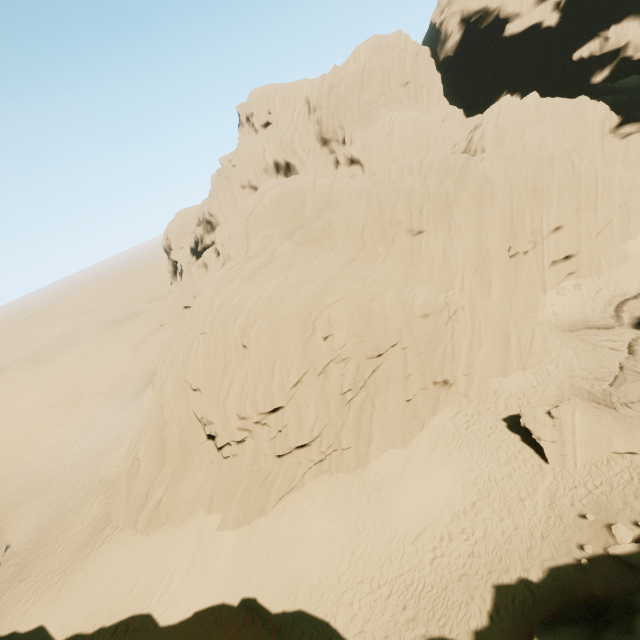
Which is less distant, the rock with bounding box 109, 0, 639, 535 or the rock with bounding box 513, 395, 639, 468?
the rock with bounding box 513, 395, 639, 468

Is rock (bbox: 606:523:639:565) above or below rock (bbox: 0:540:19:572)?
below

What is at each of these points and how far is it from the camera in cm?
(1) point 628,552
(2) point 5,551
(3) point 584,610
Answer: (1) rock, 1166
(2) rock, 2022
(3) rock, 1041

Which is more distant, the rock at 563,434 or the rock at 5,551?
the rock at 5,551

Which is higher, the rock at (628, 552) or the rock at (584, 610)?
the rock at (584, 610)

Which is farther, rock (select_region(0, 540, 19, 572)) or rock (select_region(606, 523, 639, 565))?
rock (select_region(0, 540, 19, 572))
